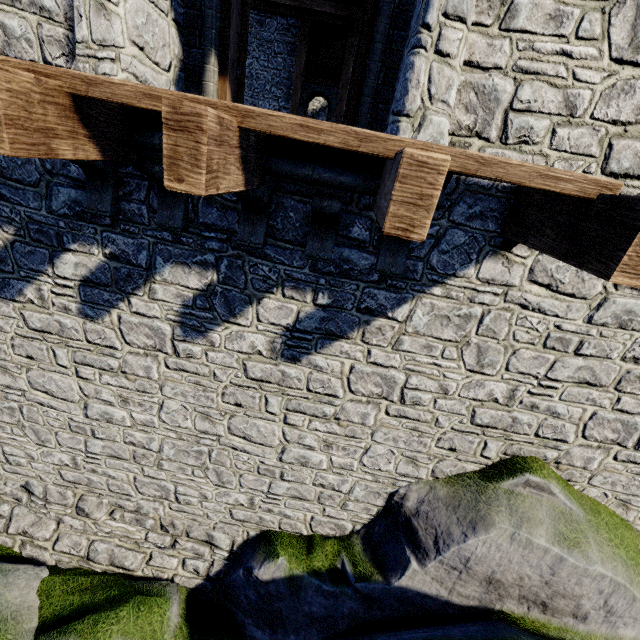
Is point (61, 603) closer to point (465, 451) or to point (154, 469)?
point (154, 469)

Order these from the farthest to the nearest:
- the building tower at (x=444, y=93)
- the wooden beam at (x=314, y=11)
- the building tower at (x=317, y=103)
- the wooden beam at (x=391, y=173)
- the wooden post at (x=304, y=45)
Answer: the building tower at (x=317, y=103) → the wooden post at (x=304, y=45) → the wooden beam at (x=314, y=11) → the building tower at (x=444, y=93) → the wooden beam at (x=391, y=173)

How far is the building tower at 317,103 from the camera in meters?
18.5 m

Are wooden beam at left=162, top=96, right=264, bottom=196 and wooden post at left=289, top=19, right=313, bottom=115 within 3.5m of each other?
no

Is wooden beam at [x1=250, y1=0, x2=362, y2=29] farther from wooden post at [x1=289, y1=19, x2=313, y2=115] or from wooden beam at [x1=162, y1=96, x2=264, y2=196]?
wooden beam at [x1=162, y1=96, x2=264, y2=196]

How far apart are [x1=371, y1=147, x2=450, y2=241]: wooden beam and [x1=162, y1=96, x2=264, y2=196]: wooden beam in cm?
120

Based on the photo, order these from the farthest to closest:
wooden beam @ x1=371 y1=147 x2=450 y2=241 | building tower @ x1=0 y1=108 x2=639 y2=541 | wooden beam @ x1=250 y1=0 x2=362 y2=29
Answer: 1. wooden beam @ x1=250 y1=0 x2=362 y2=29
2. building tower @ x1=0 y1=108 x2=639 y2=541
3. wooden beam @ x1=371 y1=147 x2=450 y2=241

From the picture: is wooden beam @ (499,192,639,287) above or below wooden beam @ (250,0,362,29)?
below
